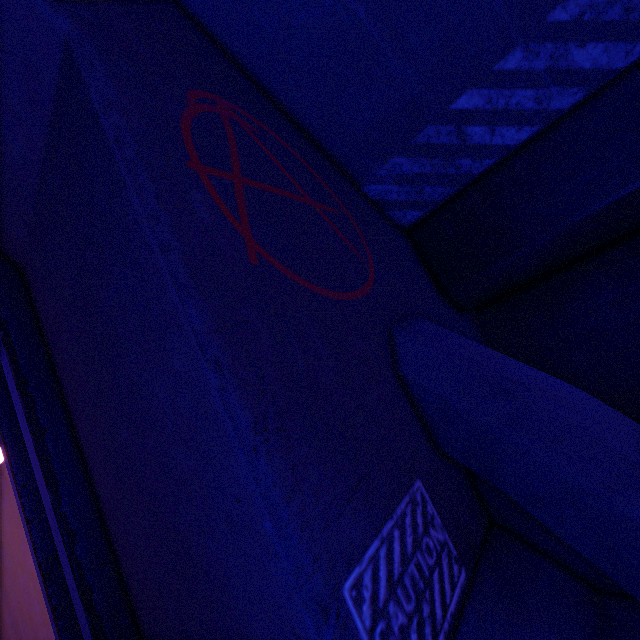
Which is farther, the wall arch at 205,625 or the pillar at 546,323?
the pillar at 546,323

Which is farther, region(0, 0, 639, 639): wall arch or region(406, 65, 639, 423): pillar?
region(406, 65, 639, 423): pillar

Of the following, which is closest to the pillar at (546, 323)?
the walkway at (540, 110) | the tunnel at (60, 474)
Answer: the walkway at (540, 110)

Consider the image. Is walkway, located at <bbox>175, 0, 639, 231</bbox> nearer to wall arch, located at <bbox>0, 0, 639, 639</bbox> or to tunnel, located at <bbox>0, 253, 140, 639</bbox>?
wall arch, located at <bbox>0, 0, 639, 639</bbox>

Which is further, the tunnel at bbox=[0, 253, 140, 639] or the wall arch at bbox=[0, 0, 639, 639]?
the tunnel at bbox=[0, 253, 140, 639]

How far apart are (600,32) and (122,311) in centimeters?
409cm

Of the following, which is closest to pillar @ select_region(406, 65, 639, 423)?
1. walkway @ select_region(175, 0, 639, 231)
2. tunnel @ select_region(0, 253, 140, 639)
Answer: walkway @ select_region(175, 0, 639, 231)

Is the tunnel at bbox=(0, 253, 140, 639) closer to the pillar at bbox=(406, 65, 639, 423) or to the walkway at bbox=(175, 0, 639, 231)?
the walkway at bbox=(175, 0, 639, 231)
